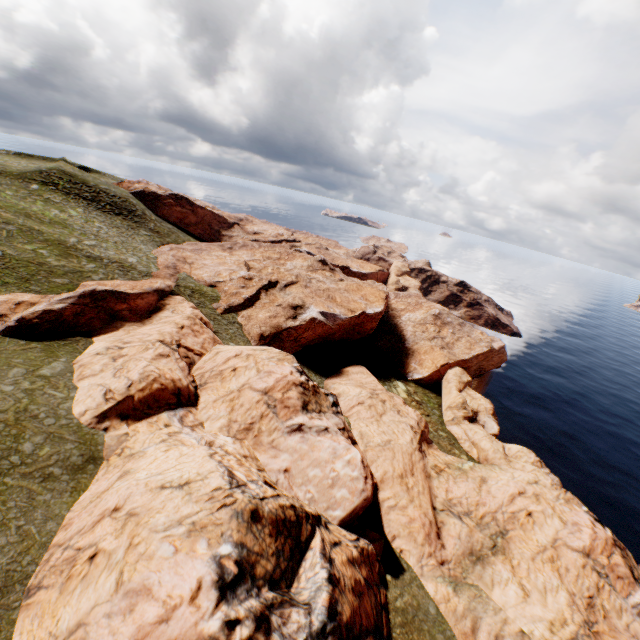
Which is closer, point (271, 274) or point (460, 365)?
point (271, 274)
